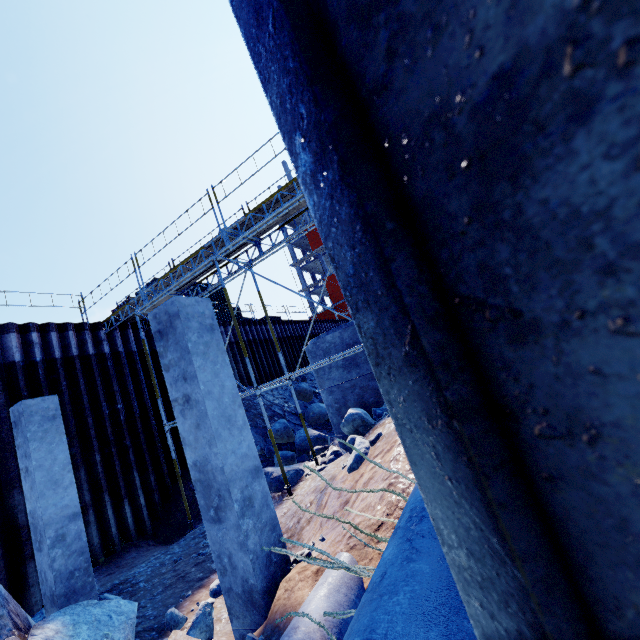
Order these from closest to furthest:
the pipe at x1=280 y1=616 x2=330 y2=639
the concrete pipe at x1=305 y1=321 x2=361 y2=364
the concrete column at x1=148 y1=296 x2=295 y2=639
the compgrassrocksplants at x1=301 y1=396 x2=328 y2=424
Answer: the pipe at x1=280 y1=616 x2=330 y2=639, the concrete column at x1=148 y1=296 x2=295 y2=639, the concrete pipe at x1=305 y1=321 x2=361 y2=364, the compgrassrocksplants at x1=301 y1=396 x2=328 y2=424

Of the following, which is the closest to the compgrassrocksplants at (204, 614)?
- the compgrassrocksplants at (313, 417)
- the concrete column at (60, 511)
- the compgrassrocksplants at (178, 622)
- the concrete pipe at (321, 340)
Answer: the compgrassrocksplants at (178, 622)

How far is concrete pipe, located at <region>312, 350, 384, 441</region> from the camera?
9.2m

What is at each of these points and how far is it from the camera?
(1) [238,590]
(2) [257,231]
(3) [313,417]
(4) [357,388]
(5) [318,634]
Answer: (1) concrete column, 3.70m
(2) scaffolding, 8.35m
(3) compgrassrocksplants, 15.11m
(4) concrete pipe, 9.34m
(5) pipe, 2.47m

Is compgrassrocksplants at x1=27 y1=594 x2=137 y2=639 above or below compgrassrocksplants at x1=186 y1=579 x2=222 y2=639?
above

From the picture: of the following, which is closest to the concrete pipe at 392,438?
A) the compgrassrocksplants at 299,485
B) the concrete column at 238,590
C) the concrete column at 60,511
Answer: the compgrassrocksplants at 299,485

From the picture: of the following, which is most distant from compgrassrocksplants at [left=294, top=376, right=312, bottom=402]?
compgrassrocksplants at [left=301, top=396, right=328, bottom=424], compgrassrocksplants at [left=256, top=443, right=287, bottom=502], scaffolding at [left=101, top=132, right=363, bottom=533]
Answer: compgrassrocksplants at [left=256, top=443, right=287, bottom=502]

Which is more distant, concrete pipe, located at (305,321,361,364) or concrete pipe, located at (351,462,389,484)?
concrete pipe, located at (305,321,361,364)
